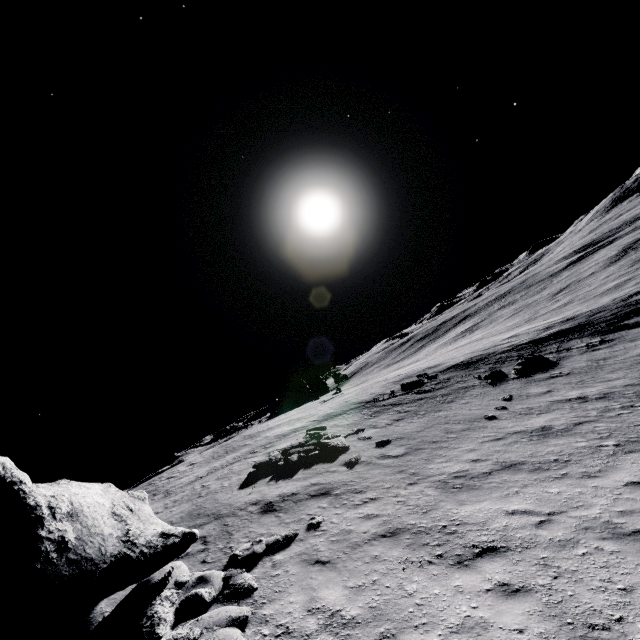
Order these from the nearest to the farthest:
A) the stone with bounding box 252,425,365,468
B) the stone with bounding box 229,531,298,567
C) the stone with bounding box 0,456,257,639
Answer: the stone with bounding box 0,456,257,639 < the stone with bounding box 229,531,298,567 < the stone with bounding box 252,425,365,468

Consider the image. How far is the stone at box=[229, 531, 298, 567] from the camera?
8.1m

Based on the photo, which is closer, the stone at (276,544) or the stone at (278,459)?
the stone at (276,544)

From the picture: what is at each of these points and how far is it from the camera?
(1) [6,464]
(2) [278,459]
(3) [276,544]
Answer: (1) stone, 6.77m
(2) stone, 16.17m
(3) stone, 8.47m

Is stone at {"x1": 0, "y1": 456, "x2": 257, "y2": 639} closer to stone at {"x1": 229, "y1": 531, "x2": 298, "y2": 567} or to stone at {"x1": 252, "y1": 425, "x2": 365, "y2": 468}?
stone at {"x1": 229, "y1": 531, "x2": 298, "y2": 567}

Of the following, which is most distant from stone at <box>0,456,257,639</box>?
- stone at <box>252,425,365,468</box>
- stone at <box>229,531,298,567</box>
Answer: stone at <box>252,425,365,468</box>

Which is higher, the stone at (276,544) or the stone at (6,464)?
the stone at (6,464)
